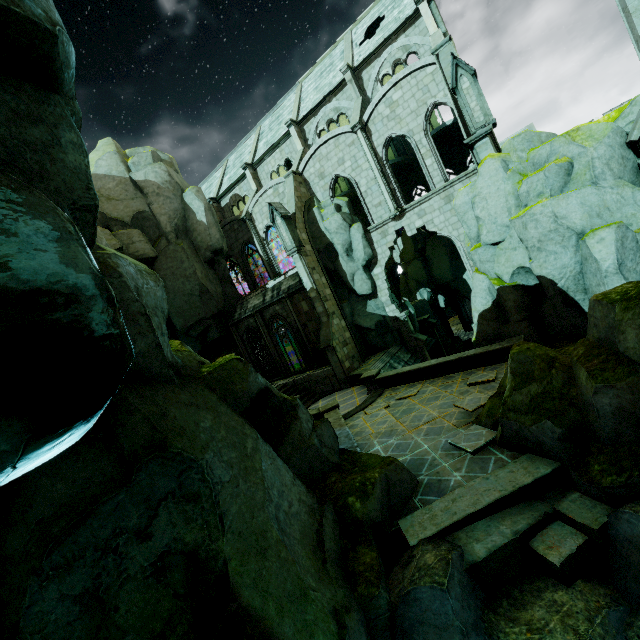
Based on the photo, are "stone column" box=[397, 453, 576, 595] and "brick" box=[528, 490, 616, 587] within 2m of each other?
yes

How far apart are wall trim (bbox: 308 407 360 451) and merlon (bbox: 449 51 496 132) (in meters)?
13.80

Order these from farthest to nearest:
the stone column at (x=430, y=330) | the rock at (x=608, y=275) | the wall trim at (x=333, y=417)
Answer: the stone column at (x=430, y=330) < the wall trim at (x=333, y=417) < the rock at (x=608, y=275)

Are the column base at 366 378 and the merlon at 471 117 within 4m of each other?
no

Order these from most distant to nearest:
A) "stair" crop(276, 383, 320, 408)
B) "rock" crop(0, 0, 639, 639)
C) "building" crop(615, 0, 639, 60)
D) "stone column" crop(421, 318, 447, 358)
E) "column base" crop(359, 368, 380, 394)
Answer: "stone column" crop(421, 318, 447, 358) → "stair" crop(276, 383, 320, 408) → "column base" crop(359, 368, 380, 394) → "building" crop(615, 0, 639, 60) → "rock" crop(0, 0, 639, 639)

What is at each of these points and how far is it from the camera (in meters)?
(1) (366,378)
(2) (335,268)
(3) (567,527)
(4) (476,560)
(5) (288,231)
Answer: (1) column base, 17.44
(2) rock, 23.27
(3) brick, 5.96
(4) stone column, 5.81
(5) merlon, 20.75

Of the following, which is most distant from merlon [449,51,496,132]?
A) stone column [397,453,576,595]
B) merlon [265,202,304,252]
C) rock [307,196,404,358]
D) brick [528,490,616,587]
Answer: brick [528,490,616,587]

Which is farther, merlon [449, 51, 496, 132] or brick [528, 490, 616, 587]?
merlon [449, 51, 496, 132]
